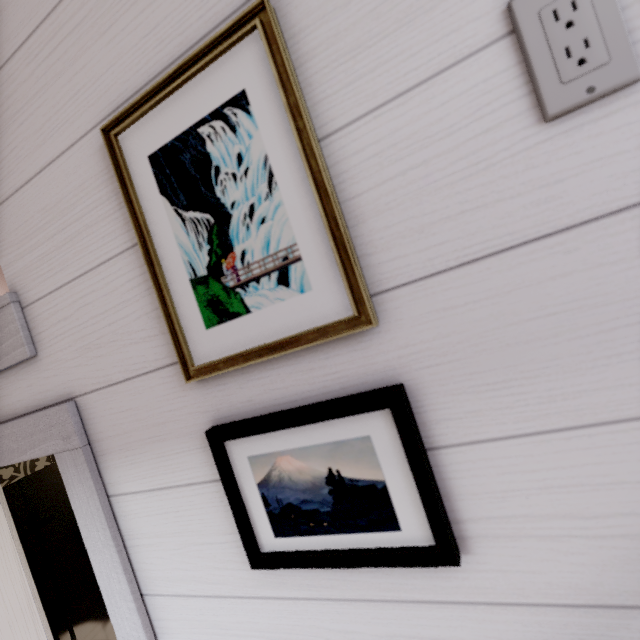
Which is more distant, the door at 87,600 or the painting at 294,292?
the door at 87,600

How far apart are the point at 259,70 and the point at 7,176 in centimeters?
61cm

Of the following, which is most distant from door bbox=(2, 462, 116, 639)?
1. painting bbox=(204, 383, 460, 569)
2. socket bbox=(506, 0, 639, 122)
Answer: socket bbox=(506, 0, 639, 122)

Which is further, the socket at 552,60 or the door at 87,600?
the door at 87,600

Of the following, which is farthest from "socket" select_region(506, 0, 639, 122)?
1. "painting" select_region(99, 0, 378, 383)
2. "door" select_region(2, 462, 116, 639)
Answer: "door" select_region(2, 462, 116, 639)

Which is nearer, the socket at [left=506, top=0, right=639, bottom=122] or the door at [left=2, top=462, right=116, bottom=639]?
the socket at [left=506, top=0, right=639, bottom=122]

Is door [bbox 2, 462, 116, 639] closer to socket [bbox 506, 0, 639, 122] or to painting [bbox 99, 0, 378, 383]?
painting [bbox 99, 0, 378, 383]

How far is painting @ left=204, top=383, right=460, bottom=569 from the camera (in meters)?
0.43
